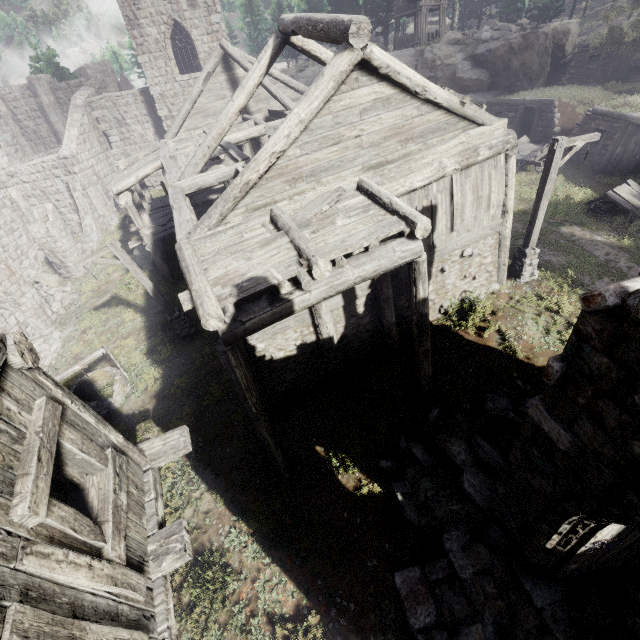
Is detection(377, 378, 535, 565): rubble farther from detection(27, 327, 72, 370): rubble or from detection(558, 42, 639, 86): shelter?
detection(558, 42, 639, 86): shelter

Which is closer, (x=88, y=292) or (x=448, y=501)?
(x=448, y=501)

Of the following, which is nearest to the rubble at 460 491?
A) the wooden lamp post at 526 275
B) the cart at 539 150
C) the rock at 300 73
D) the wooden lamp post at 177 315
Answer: the wooden lamp post at 526 275

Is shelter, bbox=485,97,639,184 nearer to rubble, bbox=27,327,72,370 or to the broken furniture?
the broken furniture

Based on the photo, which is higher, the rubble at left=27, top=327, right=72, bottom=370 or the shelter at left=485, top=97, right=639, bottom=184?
the shelter at left=485, top=97, right=639, bottom=184

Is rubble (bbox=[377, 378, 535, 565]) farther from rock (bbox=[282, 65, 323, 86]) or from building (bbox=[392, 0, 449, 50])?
building (bbox=[392, 0, 449, 50])

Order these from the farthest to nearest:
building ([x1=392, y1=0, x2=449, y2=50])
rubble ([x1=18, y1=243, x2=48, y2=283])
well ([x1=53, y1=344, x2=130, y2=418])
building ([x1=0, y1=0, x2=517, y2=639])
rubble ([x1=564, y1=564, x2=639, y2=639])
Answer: building ([x1=392, y1=0, x2=449, y2=50]) → rubble ([x1=18, y1=243, x2=48, y2=283]) → well ([x1=53, y1=344, x2=130, y2=418]) → rubble ([x1=564, y1=564, x2=639, y2=639]) → building ([x1=0, y1=0, x2=517, y2=639])

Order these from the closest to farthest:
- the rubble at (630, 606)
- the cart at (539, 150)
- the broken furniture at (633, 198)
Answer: the rubble at (630, 606), the broken furniture at (633, 198), the cart at (539, 150)
